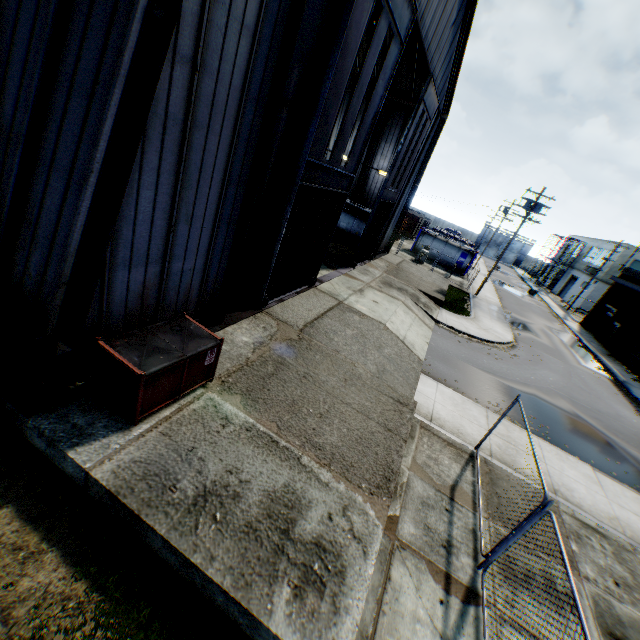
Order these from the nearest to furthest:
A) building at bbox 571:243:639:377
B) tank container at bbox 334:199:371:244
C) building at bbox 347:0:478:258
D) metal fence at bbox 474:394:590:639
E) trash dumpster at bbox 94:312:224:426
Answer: → metal fence at bbox 474:394:590:639, trash dumpster at bbox 94:312:224:426, building at bbox 347:0:478:258, tank container at bbox 334:199:371:244, building at bbox 571:243:639:377

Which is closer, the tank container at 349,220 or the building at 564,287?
the tank container at 349,220

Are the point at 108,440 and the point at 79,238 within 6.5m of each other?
yes

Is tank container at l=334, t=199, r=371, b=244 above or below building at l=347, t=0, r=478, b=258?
below

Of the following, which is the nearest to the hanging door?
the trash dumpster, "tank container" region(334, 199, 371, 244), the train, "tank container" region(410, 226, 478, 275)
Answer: "tank container" region(334, 199, 371, 244)

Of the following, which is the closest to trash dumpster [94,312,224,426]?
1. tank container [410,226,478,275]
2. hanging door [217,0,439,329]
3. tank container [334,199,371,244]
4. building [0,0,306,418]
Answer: building [0,0,306,418]

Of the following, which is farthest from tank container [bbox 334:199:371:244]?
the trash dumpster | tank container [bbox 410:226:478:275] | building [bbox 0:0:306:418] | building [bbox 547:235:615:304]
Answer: building [bbox 547:235:615:304]

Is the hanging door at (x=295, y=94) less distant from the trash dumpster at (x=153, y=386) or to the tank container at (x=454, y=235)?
the trash dumpster at (x=153, y=386)
